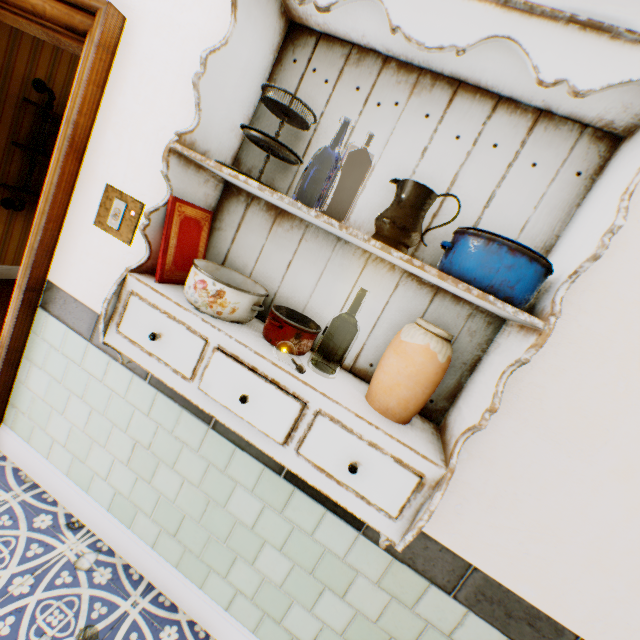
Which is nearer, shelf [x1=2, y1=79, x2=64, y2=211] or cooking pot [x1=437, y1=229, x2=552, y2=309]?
cooking pot [x1=437, y1=229, x2=552, y2=309]

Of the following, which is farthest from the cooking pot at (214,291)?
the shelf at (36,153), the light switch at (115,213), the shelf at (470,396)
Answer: the shelf at (36,153)

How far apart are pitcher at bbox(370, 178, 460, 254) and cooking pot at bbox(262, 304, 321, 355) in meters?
→ 0.4

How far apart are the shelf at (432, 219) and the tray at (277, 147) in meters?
0.1 m

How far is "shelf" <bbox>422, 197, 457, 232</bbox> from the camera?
1.11m

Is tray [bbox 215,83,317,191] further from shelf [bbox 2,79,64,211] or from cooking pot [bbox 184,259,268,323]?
shelf [bbox 2,79,64,211]

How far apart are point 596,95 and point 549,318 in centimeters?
64cm

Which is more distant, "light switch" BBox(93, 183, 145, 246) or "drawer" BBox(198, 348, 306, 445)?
"light switch" BBox(93, 183, 145, 246)
